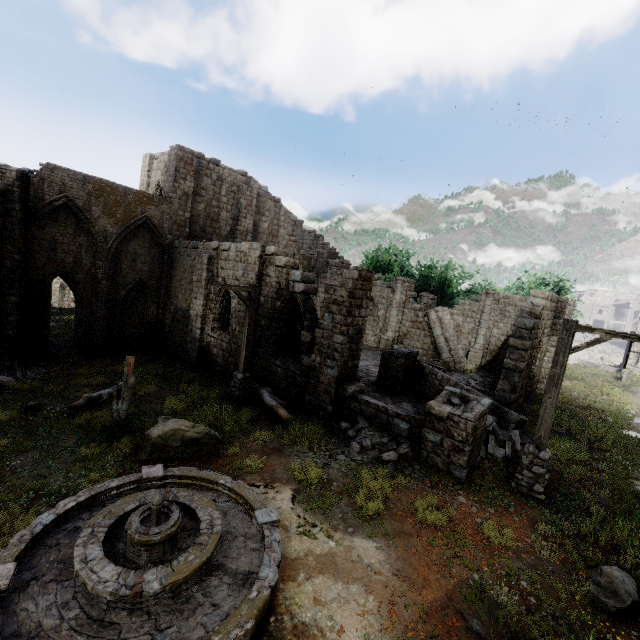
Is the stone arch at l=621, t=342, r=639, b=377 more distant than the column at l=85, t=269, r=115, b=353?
Yes

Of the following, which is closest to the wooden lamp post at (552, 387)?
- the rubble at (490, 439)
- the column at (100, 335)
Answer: the rubble at (490, 439)

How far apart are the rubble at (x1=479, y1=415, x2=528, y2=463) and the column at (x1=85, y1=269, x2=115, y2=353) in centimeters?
1937cm

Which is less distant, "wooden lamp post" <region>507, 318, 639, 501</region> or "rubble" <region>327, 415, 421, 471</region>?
"wooden lamp post" <region>507, 318, 639, 501</region>

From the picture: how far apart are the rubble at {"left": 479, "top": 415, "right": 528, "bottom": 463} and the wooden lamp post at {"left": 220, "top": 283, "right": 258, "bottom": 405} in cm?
800

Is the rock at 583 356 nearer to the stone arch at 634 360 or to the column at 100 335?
the stone arch at 634 360

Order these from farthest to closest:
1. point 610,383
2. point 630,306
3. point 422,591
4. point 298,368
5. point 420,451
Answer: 1. point 630,306
2. point 610,383
3. point 298,368
4. point 420,451
5. point 422,591

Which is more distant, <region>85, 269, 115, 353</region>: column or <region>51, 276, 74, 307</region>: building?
<region>51, 276, 74, 307</region>: building
